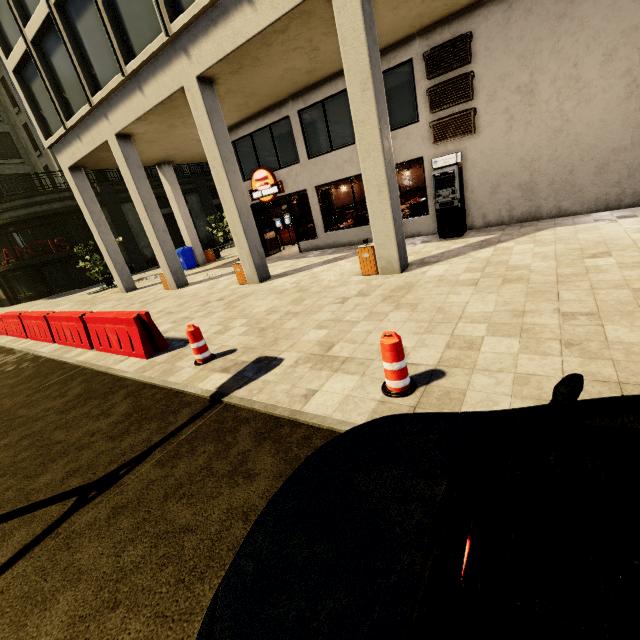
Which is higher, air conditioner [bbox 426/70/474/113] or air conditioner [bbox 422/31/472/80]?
air conditioner [bbox 422/31/472/80]

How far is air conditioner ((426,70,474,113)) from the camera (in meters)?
9.20

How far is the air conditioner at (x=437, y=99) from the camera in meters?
9.2

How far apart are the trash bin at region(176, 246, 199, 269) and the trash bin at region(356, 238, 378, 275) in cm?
1382

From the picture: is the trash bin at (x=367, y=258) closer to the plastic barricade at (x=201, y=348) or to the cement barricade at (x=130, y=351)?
the plastic barricade at (x=201, y=348)

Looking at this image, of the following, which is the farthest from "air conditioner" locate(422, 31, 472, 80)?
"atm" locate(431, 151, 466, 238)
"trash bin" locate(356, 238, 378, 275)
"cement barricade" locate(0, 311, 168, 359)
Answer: "cement barricade" locate(0, 311, 168, 359)

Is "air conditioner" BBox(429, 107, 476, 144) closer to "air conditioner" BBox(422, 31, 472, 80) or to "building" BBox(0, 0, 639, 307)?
"building" BBox(0, 0, 639, 307)

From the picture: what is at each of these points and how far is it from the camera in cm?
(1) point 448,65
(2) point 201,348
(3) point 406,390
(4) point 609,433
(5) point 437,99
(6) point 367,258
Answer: (1) air conditioner, 924
(2) plastic barricade, 566
(3) plastic barricade, 359
(4) car, 146
(5) air conditioner, 971
(6) trash bin, 843
